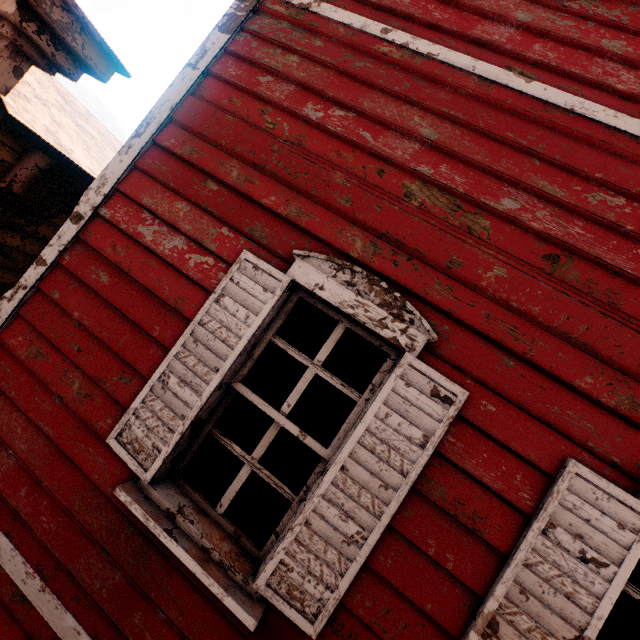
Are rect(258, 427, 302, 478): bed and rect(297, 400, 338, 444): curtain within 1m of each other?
no

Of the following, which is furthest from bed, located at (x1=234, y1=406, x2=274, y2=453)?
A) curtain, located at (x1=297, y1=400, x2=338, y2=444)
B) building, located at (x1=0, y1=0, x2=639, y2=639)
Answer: curtain, located at (x1=297, y1=400, x2=338, y2=444)

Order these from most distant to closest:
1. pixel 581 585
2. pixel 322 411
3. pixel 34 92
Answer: pixel 322 411 < pixel 34 92 < pixel 581 585

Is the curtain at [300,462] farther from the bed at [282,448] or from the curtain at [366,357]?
the bed at [282,448]

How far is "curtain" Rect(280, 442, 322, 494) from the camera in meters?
1.8

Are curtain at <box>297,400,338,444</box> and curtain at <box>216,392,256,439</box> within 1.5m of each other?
yes

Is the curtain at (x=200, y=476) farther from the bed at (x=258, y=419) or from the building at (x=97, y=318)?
the bed at (x=258, y=419)
